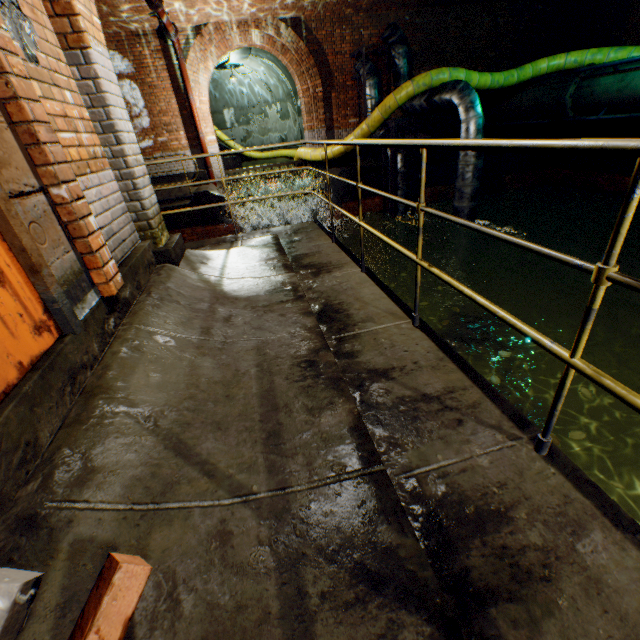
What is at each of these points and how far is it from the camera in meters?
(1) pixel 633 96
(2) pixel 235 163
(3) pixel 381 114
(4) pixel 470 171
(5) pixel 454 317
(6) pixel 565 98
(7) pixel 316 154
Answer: (1) pipe, 7.3 m
(2) stairs, 15.6 m
(3) large conduit, 9.0 m
(4) pipe, 8.0 m
(5) pipe, 10.2 m
(6) pipe end, 8.5 m
(7) large conduit, 10.8 m

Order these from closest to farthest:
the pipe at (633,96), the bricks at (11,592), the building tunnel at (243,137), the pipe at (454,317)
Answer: the bricks at (11,592), the pipe at (633,96), the pipe at (454,317), the building tunnel at (243,137)

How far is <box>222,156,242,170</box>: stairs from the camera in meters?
15.4

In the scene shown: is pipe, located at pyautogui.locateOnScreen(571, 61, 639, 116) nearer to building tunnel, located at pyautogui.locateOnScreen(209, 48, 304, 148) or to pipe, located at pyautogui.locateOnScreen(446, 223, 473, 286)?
pipe, located at pyautogui.locateOnScreen(446, 223, 473, 286)

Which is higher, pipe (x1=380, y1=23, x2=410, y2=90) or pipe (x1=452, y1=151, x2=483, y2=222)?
pipe (x1=380, y1=23, x2=410, y2=90)

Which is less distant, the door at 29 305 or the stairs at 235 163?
the door at 29 305

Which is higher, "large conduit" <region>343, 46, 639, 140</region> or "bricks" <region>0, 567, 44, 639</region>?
"large conduit" <region>343, 46, 639, 140</region>

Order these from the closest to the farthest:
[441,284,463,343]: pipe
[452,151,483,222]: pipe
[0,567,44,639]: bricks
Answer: [0,567,44,639]: bricks
[452,151,483,222]: pipe
[441,284,463,343]: pipe
